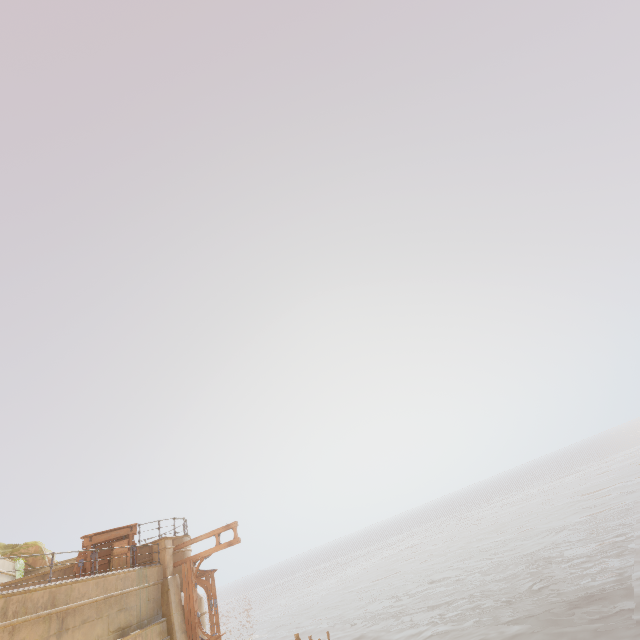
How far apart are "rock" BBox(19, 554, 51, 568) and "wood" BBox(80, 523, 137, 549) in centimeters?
615cm

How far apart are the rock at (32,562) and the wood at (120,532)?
6.1m

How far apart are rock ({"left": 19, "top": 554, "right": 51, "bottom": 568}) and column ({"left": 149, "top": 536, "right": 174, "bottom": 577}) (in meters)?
7.35

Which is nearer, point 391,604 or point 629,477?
point 391,604

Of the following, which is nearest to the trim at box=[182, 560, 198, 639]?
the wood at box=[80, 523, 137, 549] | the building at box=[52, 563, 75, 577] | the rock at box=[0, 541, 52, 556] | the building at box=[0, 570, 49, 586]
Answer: the building at box=[52, 563, 75, 577]

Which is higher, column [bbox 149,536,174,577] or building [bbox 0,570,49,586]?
building [bbox 0,570,49,586]

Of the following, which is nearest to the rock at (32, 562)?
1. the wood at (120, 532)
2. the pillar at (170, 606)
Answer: the wood at (120, 532)

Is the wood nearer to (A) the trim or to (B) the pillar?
(B) the pillar
